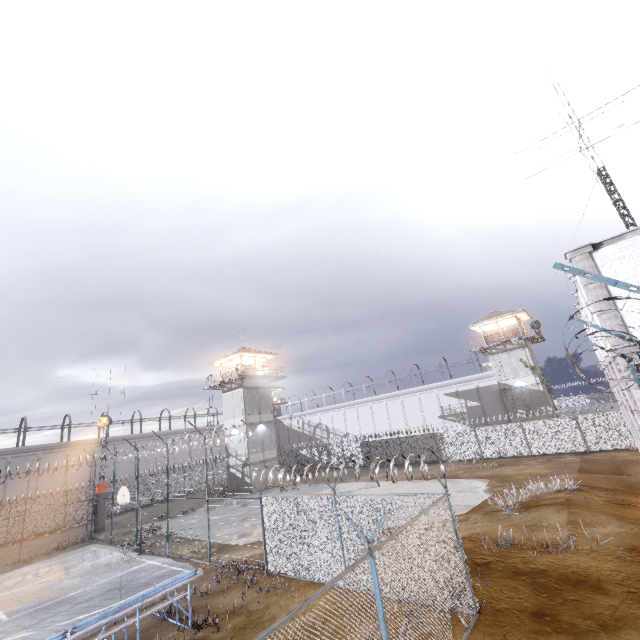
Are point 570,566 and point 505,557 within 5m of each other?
yes

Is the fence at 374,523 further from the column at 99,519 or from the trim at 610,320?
the column at 99,519

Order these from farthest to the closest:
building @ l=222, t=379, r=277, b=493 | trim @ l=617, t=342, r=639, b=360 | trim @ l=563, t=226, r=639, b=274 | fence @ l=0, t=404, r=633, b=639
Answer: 1. building @ l=222, t=379, r=277, b=493
2. trim @ l=563, t=226, r=639, b=274
3. trim @ l=617, t=342, r=639, b=360
4. fence @ l=0, t=404, r=633, b=639

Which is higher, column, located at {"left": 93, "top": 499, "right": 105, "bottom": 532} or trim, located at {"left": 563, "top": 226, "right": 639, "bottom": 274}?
trim, located at {"left": 563, "top": 226, "right": 639, "bottom": 274}

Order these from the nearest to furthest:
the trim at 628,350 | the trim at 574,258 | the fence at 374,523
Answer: the fence at 374,523 < the trim at 628,350 < the trim at 574,258

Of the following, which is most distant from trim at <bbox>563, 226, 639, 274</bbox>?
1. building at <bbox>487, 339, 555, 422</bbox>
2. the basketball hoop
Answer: the basketball hoop

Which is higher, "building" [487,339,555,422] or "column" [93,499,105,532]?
"building" [487,339,555,422]

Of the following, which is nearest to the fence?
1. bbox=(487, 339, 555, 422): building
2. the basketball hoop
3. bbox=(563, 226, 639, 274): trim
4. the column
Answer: bbox=(563, 226, 639, 274): trim
